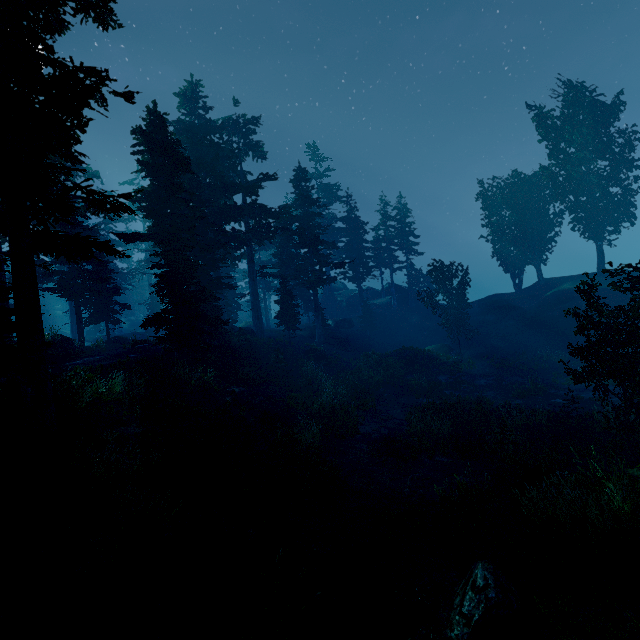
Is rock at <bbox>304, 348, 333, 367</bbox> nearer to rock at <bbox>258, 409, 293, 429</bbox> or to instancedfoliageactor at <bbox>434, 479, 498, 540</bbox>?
instancedfoliageactor at <bbox>434, 479, 498, 540</bbox>

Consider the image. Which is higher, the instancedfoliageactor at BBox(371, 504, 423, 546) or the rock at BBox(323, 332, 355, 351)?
the rock at BBox(323, 332, 355, 351)

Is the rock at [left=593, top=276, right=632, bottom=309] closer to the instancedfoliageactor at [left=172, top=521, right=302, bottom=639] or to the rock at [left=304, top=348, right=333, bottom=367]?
the instancedfoliageactor at [left=172, top=521, right=302, bottom=639]

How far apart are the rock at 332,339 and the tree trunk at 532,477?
27.9m

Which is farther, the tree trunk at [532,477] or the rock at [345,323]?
the rock at [345,323]

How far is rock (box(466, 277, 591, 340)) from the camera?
29.2m

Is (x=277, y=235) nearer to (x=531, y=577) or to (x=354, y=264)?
(x=354, y=264)

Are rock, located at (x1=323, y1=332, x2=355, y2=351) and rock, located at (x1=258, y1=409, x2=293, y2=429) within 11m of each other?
no
